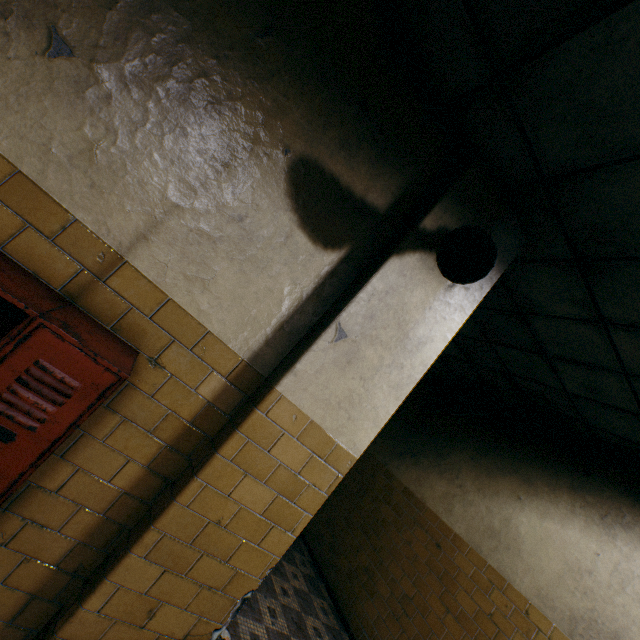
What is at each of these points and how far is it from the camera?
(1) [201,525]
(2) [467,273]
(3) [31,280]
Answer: (1) column, 1.7 meters
(2) loudspeaker, 1.8 meters
(3) locker, 1.3 meters

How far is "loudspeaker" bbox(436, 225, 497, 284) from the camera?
1.7m

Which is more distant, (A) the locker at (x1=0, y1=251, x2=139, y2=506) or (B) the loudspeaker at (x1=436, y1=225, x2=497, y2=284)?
(B) the loudspeaker at (x1=436, y1=225, x2=497, y2=284)

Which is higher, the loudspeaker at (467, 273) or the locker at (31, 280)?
the loudspeaker at (467, 273)

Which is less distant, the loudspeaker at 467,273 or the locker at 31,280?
the locker at 31,280

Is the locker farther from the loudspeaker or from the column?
the loudspeaker

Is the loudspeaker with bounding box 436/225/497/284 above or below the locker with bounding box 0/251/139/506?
above

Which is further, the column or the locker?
the column
